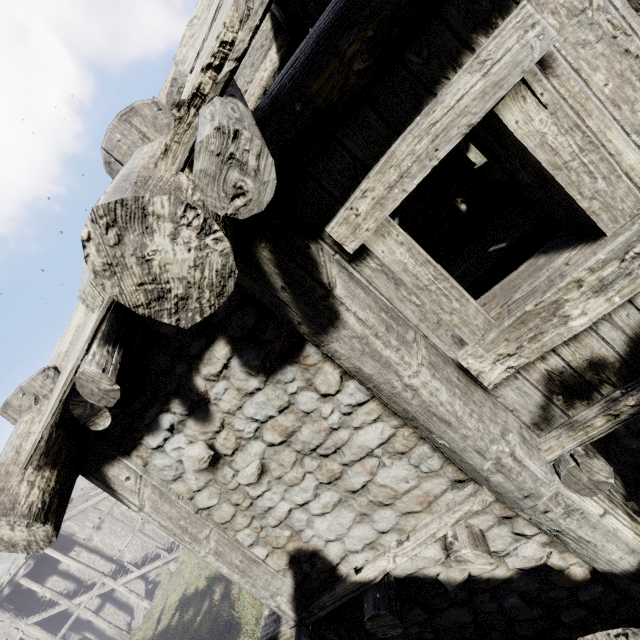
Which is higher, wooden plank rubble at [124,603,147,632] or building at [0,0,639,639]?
building at [0,0,639,639]

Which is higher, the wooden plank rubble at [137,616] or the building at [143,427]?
the building at [143,427]

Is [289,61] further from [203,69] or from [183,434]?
[183,434]

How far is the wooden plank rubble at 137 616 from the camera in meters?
24.7 m

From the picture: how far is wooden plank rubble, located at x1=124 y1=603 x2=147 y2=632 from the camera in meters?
24.7 m

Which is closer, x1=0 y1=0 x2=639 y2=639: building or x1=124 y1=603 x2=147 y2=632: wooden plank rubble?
x1=0 y1=0 x2=639 y2=639: building
